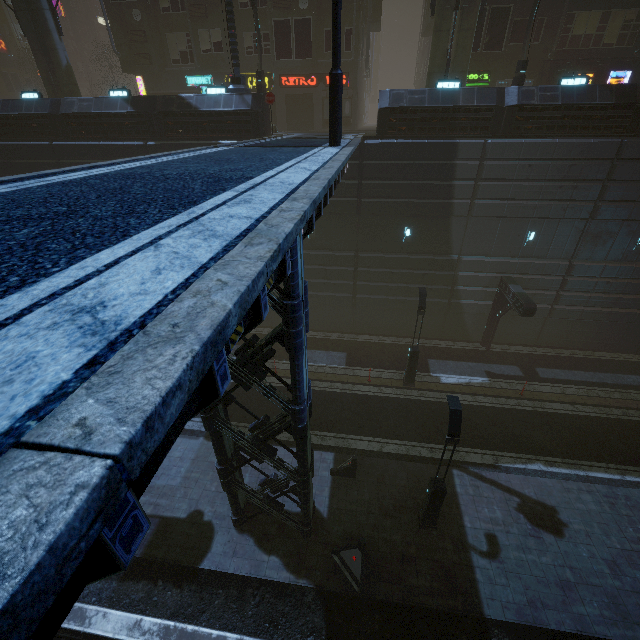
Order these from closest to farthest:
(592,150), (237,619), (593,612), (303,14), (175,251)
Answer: (175,251) < (593,612) < (237,619) < (592,150) < (303,14)

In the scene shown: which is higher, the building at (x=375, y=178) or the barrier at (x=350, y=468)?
the building at (x=375, y=178)

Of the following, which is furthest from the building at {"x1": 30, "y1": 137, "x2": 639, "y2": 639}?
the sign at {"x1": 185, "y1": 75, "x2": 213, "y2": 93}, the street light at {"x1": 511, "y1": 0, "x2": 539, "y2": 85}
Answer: the street light at {"x1": 511, "y1": 0, "x2": 539, "y2": 85}

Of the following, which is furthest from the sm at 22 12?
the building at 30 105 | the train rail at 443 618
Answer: the train rail at 443 618

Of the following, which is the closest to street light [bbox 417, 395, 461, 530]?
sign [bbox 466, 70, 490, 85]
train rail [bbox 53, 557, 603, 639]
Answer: train rail [bbox 53, 557, 603, 639]

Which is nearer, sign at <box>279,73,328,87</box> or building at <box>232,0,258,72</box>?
building at <box>232,0,258,72</box>

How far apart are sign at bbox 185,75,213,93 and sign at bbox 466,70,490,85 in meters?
18.1

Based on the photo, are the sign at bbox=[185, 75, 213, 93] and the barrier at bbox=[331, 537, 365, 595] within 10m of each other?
no
